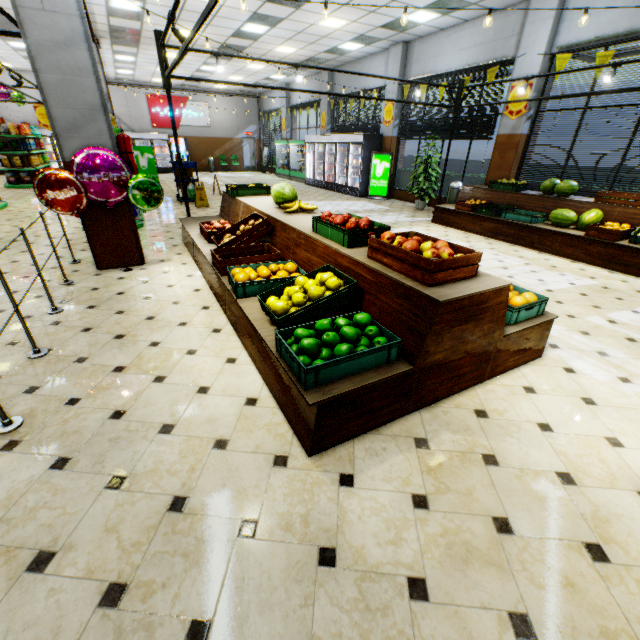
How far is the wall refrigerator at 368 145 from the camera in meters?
12.4 m

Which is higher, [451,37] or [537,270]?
[451,37]

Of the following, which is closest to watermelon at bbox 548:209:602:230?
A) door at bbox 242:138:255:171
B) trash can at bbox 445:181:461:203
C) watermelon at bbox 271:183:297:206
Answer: trash can at bbox 445:181:461:203

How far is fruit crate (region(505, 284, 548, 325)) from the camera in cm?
279

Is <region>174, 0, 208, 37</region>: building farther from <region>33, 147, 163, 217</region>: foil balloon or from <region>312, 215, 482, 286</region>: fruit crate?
<region>312, 215, 482, 286</region>: fruit crate

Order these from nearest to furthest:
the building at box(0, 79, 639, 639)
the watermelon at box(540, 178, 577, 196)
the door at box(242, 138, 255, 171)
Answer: the building at box(0, 79, 639, 639) < the watermelon at box(540, 178, 577, 196) < the door at box(242, 138, 255, 171)

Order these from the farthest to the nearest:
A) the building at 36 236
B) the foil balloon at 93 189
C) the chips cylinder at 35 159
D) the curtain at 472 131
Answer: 1. the chips cylinder at 35 159
2. the curtain at 472 131
3. the building at 36 236
4. the foil balloon at 93 189

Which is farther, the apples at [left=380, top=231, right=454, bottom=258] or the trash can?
the trash can
